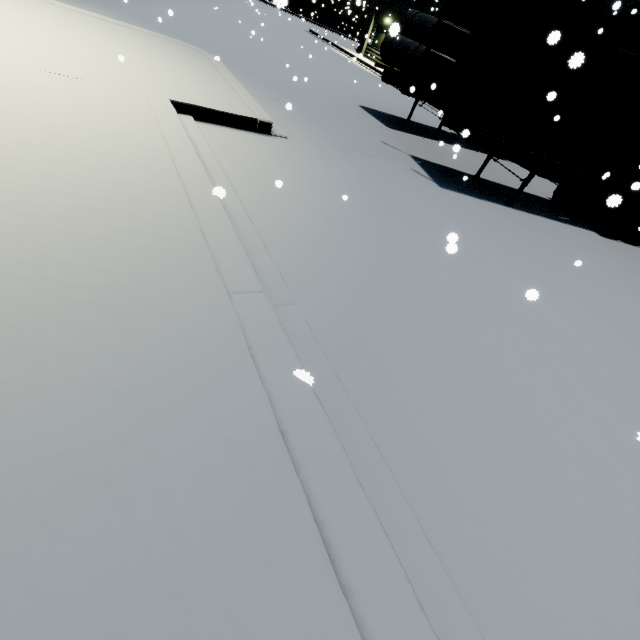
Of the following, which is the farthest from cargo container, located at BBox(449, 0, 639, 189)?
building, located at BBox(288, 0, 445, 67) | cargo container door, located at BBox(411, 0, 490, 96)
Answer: building, located at BBox(288, 0, 445, 67)

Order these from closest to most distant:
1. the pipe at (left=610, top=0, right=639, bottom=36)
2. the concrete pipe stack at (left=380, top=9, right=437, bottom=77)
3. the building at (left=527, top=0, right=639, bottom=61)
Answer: the concrete pipe stack at (left=380, top=9, right=437, bottom=77), the pipe at (left=610, top=0, right=639, bottom=36), the building at (left=527, top=0, right=639, bottom=61)

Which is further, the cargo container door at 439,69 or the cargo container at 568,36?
the cargo container door at 439,69

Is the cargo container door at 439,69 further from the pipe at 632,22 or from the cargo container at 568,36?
the pipe at 632,22

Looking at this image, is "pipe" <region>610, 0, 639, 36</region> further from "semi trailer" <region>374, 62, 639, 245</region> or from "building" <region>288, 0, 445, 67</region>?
"semi trailer" <region>374, 62, 639, 245</region>

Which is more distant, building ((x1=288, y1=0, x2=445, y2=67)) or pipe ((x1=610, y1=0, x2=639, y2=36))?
building ((x1=288, y1=0, x2=445, y2=67))

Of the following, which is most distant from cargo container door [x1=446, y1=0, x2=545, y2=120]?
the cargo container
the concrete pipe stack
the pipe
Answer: the pipe

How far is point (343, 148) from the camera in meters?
8.0
